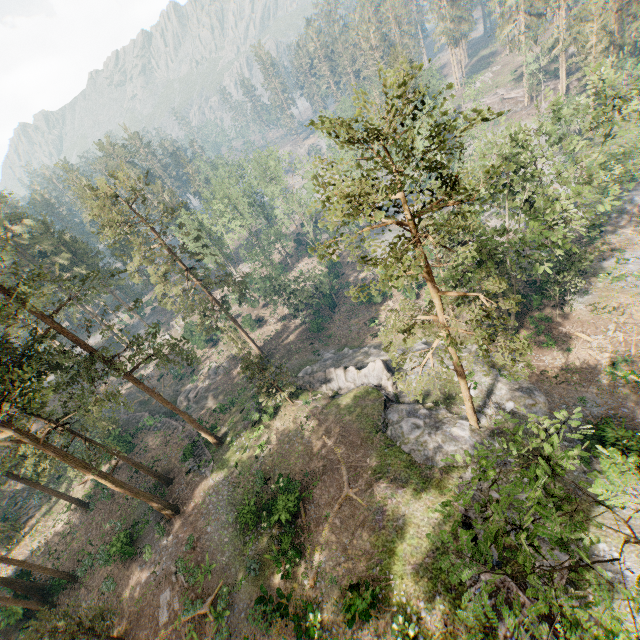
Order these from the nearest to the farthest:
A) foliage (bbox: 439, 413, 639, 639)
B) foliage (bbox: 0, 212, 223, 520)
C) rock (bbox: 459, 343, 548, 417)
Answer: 1. foliage (bbox: 439, 413, 639, 639)
2. foliage (bbox: 0, 212, 223, 520)
3. rock (bbox: 459, 343, 548, 417)

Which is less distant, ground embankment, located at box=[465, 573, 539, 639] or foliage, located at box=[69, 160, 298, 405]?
ground embankment, located at box=[465, 573, 539, 639]

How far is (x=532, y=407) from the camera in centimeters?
2578cm

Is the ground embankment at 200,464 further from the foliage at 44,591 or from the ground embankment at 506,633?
the ground embankment at 506,633

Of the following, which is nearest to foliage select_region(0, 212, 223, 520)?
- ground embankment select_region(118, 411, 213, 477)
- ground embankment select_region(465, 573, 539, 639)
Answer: ground embankment select_region(118, 411, 213, 477)

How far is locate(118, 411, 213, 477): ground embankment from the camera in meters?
33.0

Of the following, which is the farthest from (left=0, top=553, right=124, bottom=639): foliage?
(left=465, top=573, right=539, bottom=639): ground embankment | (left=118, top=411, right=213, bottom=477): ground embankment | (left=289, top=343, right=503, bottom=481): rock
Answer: (left=465, top=573, right=539, bottom=639): ground embankment

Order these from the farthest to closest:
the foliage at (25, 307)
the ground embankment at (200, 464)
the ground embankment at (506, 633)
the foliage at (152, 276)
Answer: the ground embankment at (200, 464) < the foliage at (152, 276) < the foliage at (25, 307) < the ground embankment at (506, 633)
